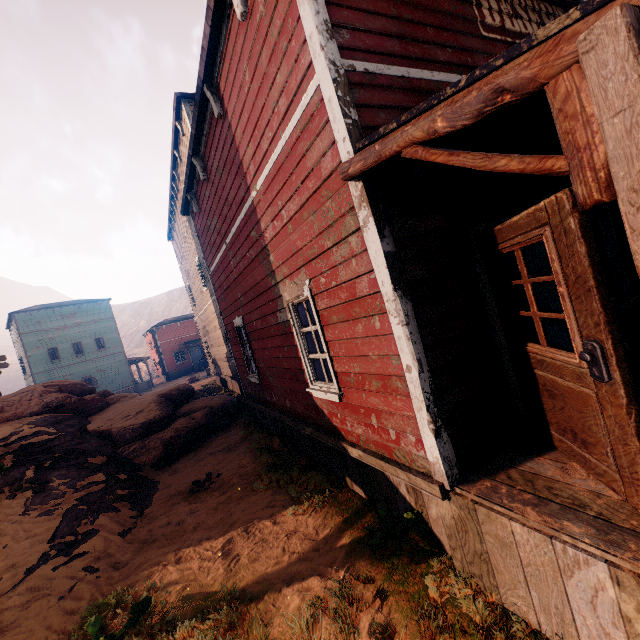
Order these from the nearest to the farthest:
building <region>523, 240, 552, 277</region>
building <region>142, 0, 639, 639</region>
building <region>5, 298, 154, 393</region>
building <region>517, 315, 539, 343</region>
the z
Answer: building <region>142, 0, 639, 639</region> → the z → building <region>523, 240, 552, 277</region> → building <region>517, 315, 539, 343</region> → building <region>5, 298, 154, 393</region>

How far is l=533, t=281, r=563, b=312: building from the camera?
4.3 meters

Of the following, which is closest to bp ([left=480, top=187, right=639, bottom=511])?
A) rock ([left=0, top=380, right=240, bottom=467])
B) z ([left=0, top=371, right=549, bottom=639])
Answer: z ([left=0, top=371, right=549, bottom=639])

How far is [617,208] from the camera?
5.1 meters

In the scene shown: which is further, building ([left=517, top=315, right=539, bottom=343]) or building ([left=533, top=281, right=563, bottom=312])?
building ([left=517, top=315, right=539, bottom=343])

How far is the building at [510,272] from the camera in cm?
1166

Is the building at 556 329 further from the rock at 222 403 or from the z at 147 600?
the rock at 222 403

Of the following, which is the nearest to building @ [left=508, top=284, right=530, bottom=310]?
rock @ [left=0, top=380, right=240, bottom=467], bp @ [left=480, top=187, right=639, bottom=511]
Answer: bp @ [left=480, top=187, right=639, bottom=511]
